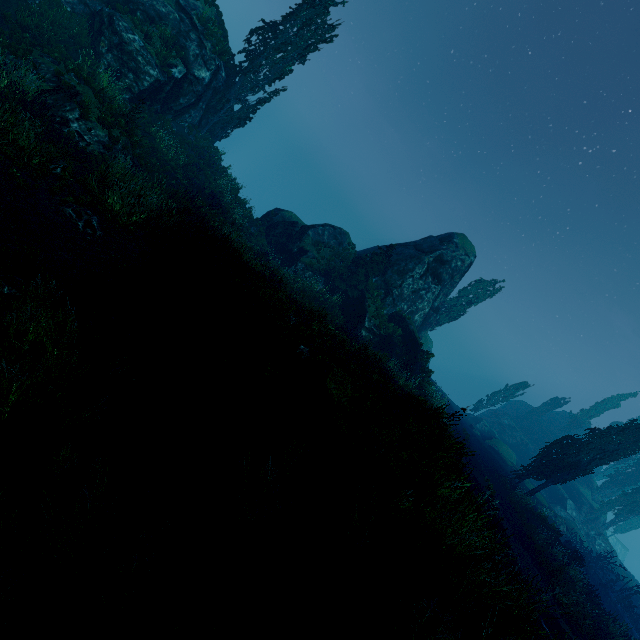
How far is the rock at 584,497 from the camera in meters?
35.8 m

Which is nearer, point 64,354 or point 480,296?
point 64,354

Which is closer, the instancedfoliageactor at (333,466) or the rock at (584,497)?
the instancedfoliageactor at (333,466)

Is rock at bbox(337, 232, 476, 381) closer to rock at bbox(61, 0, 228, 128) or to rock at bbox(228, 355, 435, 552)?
rock at bbox(228, 355, 435, 552)

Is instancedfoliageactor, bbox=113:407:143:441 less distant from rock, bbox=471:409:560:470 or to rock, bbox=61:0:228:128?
rock, bbox=61:0:228:128

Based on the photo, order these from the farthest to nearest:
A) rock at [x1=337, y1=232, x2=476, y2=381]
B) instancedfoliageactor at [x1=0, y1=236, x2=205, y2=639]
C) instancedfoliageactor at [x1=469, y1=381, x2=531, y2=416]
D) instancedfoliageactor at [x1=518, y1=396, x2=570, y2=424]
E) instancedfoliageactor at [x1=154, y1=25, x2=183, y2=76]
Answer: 1. instancedfoliageactor at [x1=518, y1=396, x2=570, y2=424]
2. instancedfoliageactor at [x1=469, y1=381, x2=531, y2=416]
3. rock at [x1=337, y1=232, x2=476, y2=381]
4. instancedfoliageactor at [x1=154, y1=25, x2=183, y2=76]
5. instancedfoliageactor at [x1=0, y1=236, x2=205, y2=639]

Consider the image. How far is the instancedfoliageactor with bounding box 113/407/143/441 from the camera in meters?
5.0 m
